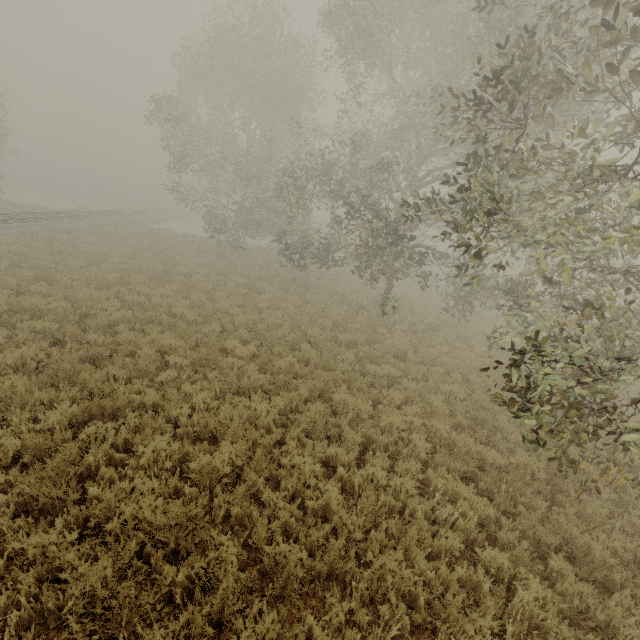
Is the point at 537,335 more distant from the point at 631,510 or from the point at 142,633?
the point at 142,633
